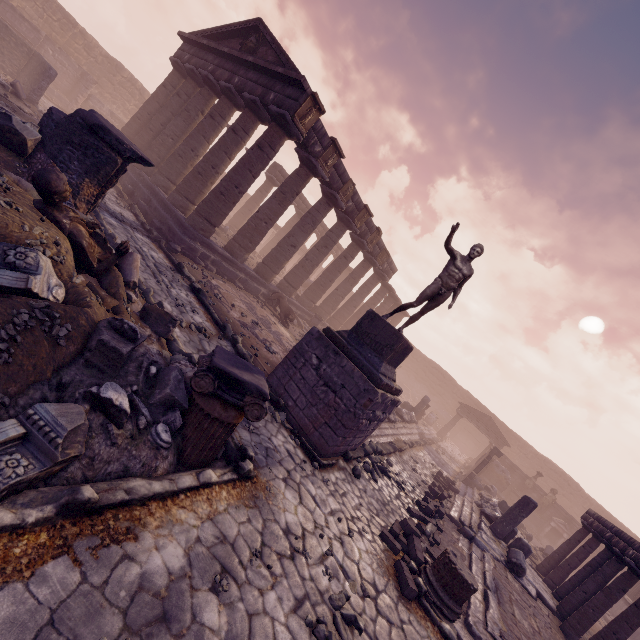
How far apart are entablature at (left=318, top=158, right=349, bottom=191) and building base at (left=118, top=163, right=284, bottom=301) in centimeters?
529cm

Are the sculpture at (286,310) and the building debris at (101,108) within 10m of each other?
no

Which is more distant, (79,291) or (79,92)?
(79,92)

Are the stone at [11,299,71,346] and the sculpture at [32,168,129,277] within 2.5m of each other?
yes

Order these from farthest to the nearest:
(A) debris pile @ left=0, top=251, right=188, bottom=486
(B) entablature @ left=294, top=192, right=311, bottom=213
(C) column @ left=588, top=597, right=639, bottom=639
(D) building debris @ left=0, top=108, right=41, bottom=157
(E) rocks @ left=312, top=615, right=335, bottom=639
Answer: (B) entablature @ left=294, top=192, right=311, bottom=213 < (C) column @ left=588, top=597, right=639, bottom=639 < (D) building debris @ left=0, top=108, right=41, bottom=157 < (E) rocks @ left=312, top=615, right=335, bottom=639 < (A) debris pile @ left=0, top=251, right=188, bottom=486

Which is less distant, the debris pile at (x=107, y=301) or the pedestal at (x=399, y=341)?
the debris pile at (x=107, y=301)

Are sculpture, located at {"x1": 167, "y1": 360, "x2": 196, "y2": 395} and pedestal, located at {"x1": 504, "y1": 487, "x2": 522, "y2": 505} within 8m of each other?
no

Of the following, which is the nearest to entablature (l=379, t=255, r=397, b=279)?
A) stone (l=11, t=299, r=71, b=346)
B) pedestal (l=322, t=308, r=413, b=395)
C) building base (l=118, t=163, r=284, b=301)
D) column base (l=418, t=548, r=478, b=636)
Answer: building base (l=118, t=163, r=284, b=301)
